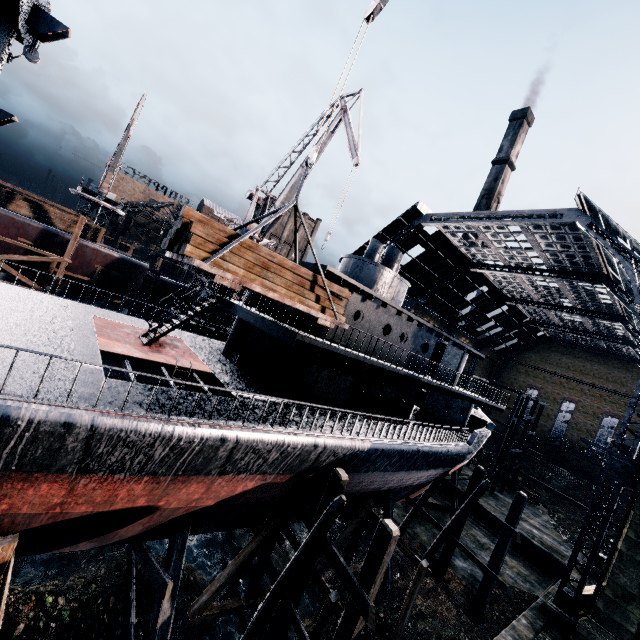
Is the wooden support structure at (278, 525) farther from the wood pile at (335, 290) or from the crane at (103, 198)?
the crane at (103, 198)

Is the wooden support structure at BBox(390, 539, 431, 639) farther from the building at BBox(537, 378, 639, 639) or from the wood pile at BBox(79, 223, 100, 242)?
the building at BBox(537, 378, 639, 639)

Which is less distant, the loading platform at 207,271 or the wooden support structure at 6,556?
the wooden support structure at 6,556

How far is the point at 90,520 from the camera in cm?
934

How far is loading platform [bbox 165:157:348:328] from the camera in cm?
857

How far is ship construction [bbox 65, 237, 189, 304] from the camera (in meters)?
28.83

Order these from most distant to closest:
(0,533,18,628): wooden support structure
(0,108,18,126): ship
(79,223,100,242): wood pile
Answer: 1. (79,223,100,242): wood pile
2. (0,108,18,126): ship
3. (0,533,18,628): wooden support structure

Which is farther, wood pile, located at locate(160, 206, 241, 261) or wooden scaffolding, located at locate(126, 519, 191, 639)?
wooden scaffolding, located at locate(126, 519, 191, 639)
